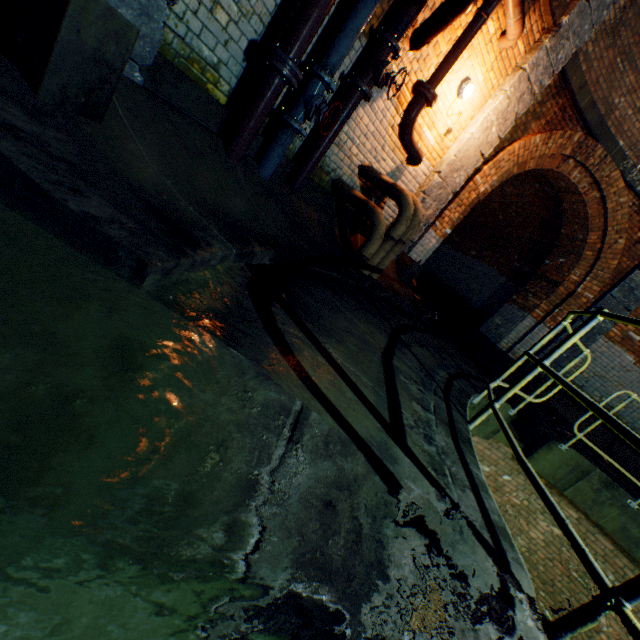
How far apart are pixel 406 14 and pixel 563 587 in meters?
9.3 m

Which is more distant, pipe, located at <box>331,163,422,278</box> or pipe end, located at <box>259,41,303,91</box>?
pipe, located at <box>331,163,422,278</box>

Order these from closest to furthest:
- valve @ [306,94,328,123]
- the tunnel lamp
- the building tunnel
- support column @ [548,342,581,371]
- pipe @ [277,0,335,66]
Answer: pipe @ [277,0,335,66]
valve @ [306,94,328,123]
the tunnel lamp
support column @ [548,342,581,371]
the building tunnel

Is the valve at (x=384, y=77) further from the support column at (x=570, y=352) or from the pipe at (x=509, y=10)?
the support column at (x=570, y=352)

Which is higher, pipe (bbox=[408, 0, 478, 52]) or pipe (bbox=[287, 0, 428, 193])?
pipe (bbox=[408, 0, 478, 52])

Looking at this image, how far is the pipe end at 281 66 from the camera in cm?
260

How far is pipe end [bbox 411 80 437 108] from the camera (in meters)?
4.17

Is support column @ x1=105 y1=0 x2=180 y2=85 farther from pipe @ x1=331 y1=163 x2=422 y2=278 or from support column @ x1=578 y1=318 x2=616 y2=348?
support column @ x1=578 y1=318 x2=616 y2=348
